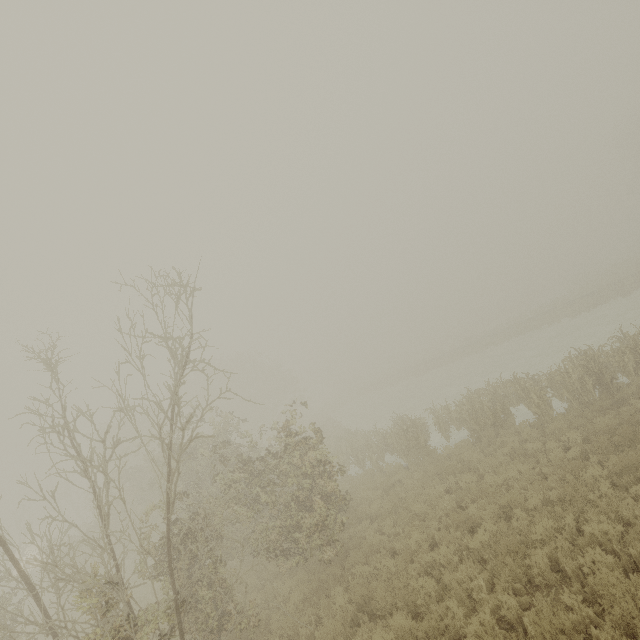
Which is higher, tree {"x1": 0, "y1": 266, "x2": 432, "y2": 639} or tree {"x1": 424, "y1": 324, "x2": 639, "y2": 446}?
tree {"x1": 0, "y1": 266, "x2": 432, "y2": 639}

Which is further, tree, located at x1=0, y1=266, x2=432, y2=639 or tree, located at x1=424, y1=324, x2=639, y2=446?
tree, located at x1=424, y1=324, x2=639, y2=446

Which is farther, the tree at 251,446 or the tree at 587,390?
the tree at 587,390

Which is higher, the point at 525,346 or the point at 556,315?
the point at 556,315

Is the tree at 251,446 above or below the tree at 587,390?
above
